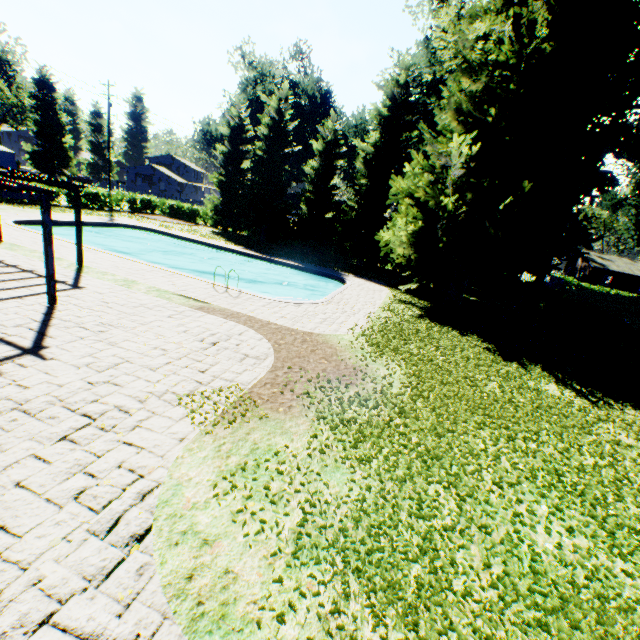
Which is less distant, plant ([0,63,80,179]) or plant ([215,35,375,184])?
plant ([215,35,375,184])

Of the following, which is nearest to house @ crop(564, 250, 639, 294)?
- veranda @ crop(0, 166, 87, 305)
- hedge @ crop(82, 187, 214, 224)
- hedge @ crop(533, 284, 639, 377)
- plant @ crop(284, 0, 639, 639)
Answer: plant @ crop(284, 0, 639, 639)

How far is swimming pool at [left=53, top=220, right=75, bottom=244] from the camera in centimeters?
1707cm

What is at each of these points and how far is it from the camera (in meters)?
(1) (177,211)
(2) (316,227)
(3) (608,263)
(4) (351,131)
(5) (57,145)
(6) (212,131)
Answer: (1) hedge, 37.97
(2) tree, 31.03
(3) house, 51.19
(4) plant, 38.91
(5) plant, 49.28
(6) plant, 47.66

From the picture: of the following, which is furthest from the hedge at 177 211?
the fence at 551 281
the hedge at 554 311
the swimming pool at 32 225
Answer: the fence at 551 281

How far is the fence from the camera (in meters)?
34.00

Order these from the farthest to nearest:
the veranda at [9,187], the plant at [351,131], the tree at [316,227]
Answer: the plant at [351,131] → the tree at [316,227] → the veranda at [9,187]

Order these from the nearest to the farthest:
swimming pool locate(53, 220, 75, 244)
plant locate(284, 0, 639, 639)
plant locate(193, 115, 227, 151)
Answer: plant locate(284, 0, 639, 639) → swimming pool locate(53, 220, 75, 244) → plant locate(193, 115, 227, 151)
